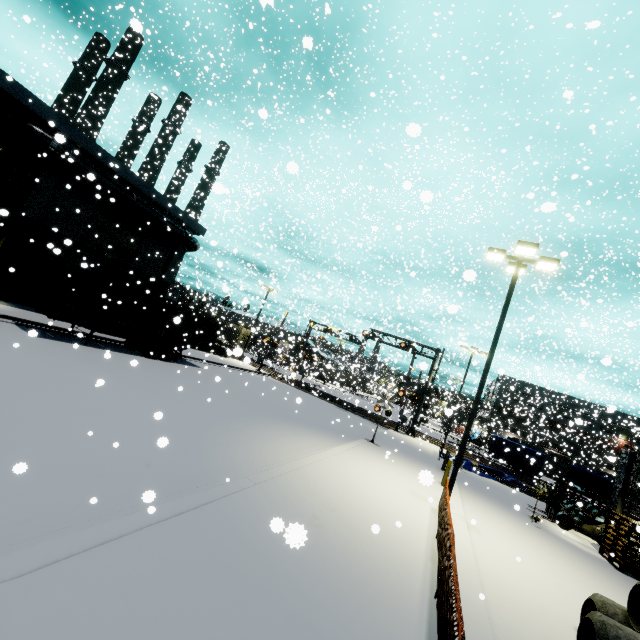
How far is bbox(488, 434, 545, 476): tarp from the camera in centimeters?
2631cm

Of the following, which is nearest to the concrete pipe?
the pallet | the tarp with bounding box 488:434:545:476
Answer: the tarp with bounding box 488:434:545:476

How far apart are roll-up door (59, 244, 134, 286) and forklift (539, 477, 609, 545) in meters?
28.6

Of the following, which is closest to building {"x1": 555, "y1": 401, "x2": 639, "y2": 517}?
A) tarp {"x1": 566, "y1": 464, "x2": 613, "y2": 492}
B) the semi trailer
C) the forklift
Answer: the forklift

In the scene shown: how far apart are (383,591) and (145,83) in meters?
33.1

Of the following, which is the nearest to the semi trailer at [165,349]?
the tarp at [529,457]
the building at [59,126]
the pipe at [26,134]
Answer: the building at [59,126]

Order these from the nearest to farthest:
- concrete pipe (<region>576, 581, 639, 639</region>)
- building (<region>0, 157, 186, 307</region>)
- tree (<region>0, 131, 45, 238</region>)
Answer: concrete pipe (<region>576, 581, 639, 639</region>), tree (<region>0, 131, 45, 238</region>), building (<region>0, 157, 186, 307</region>)

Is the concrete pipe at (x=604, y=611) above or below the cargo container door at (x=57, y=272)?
below
